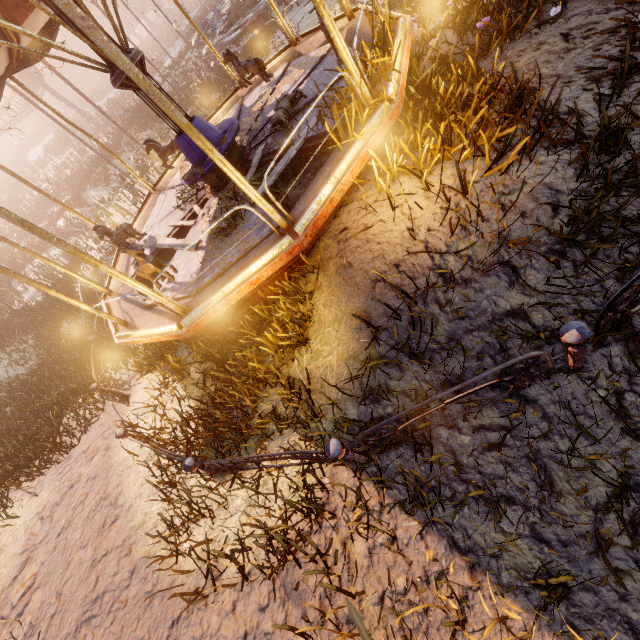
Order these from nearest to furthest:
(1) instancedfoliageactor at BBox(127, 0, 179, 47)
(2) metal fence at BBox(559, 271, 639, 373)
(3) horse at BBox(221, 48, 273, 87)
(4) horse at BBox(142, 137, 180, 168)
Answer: (2) metal fence at BBox(559, 271, 639, 373) < (3) horse at BBox(221, 48, 273, 87) < (4) horse at BBox(142, 137, 180, 168) < (1) instancedfoliageactor at BBox(127, 0, 179, 47)

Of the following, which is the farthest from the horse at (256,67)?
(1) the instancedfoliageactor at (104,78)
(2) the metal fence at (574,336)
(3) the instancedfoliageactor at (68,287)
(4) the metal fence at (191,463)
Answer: (1) the instancedfoliageactor at (104,78)

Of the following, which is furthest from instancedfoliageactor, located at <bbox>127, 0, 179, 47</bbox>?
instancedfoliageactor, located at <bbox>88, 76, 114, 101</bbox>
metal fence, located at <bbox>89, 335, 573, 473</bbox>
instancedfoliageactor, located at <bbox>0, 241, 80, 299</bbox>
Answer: metal fence, located at <bbox>89, 335, 573, 473</bbox>

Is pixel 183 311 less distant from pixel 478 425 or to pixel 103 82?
pixel 478 425

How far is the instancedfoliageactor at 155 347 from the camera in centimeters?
379cm

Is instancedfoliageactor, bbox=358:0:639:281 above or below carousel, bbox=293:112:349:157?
below

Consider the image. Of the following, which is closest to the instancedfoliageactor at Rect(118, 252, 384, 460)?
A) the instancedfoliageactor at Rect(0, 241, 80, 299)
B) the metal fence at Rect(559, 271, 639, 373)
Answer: the metal fence at Rect(559, 271, 639, 373)

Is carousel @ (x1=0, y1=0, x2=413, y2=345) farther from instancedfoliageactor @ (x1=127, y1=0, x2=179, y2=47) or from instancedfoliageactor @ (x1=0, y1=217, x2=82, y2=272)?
instancedfoliageactor @ (x1=127, y1=0, x2=179, y2=47)
